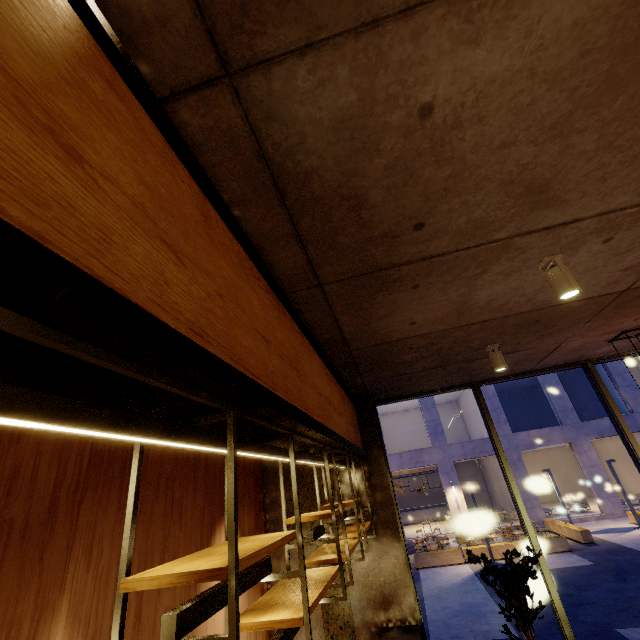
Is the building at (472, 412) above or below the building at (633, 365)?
below

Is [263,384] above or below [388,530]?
above

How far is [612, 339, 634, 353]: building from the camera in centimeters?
510cm

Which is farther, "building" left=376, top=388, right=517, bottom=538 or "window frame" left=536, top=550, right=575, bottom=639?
"building" left=376, top=388, right=517, bottom=538

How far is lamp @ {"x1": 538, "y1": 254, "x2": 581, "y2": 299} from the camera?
2.5m

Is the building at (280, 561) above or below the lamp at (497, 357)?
below

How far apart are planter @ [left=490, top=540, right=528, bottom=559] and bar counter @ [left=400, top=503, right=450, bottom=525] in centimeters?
1161cm

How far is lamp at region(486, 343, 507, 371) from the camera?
4.2m
